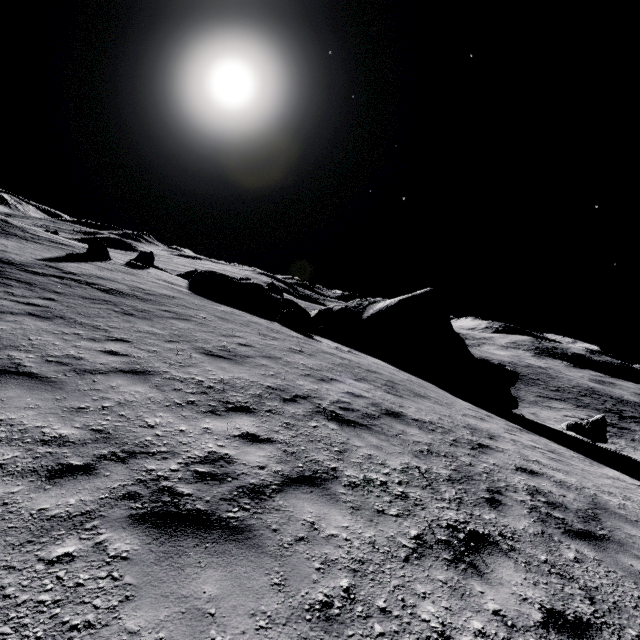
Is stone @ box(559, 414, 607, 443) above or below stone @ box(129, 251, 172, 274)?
below

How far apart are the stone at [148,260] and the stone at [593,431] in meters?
31.4

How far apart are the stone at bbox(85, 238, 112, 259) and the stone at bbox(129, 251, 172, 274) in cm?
380

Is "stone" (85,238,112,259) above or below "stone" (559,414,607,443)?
above

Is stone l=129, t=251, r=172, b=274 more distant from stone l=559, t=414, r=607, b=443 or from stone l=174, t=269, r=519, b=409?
stone l=559, t=414, r=607, b=443

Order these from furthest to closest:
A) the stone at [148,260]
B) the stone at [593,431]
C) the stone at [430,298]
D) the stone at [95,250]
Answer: the stone at [148,260] → the stone at [95,250] → the stone at [430,298] → the stone at [593,431]

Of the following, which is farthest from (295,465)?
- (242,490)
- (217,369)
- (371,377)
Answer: (371,377)

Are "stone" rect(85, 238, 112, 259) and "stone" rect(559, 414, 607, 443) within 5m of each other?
no
